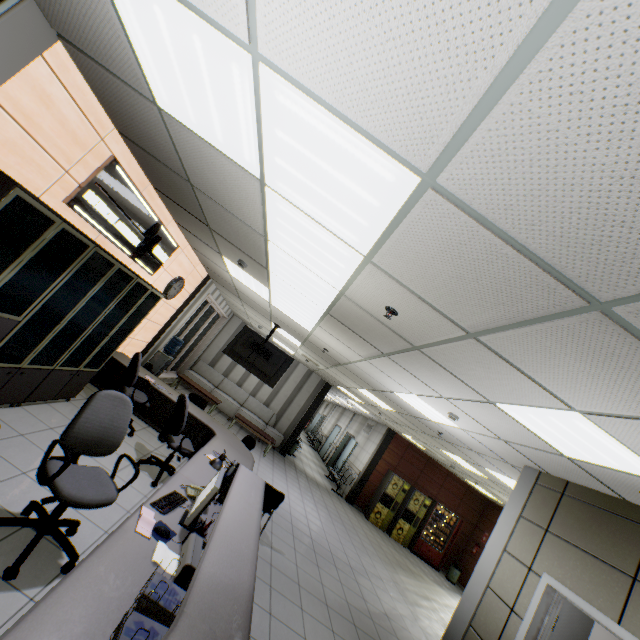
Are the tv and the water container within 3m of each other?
yes

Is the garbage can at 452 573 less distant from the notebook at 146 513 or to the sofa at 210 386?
the sofa at 210 386

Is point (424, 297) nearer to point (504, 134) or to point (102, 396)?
point (504, 134)

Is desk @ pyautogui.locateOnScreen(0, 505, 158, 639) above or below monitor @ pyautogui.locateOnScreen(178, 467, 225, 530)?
below

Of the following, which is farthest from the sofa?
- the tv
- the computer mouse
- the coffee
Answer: the computer mouse

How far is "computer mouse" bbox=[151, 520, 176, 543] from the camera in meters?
2.3

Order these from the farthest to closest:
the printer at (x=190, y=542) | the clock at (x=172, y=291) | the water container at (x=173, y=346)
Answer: the water container at (x=173, y=346), the clock at (x=172, y=291), the printer at (x=190, y=542)

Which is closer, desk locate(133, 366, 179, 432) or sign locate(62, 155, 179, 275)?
sign locate(62, 155, 179, 275)
